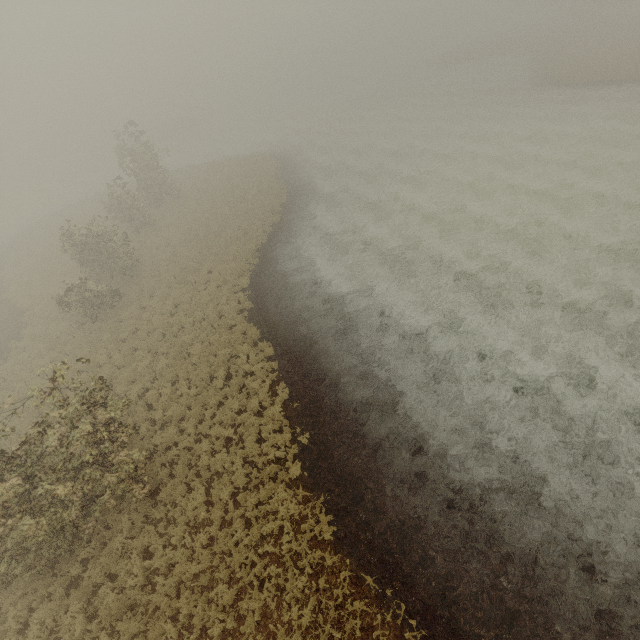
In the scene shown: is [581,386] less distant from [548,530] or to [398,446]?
[548,530]
